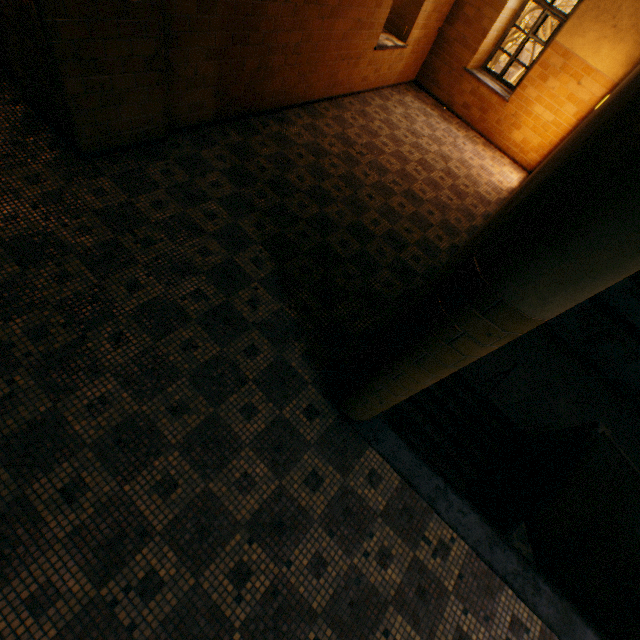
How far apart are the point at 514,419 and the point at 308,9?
8.13m

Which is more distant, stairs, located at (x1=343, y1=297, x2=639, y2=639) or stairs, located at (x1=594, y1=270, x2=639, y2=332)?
stairs, located at (x1=594, y1=270, x2=639, y2=332)

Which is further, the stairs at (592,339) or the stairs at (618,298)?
the stairs at (618,298)
